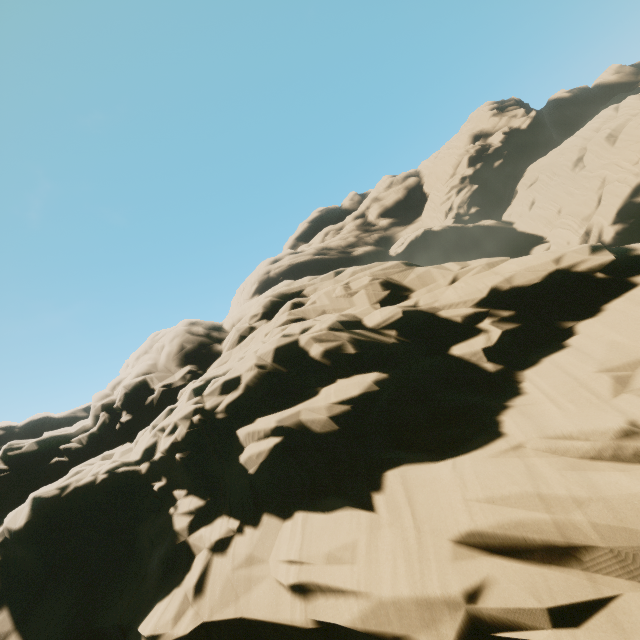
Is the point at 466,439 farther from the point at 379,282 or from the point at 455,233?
the point at 455,233
